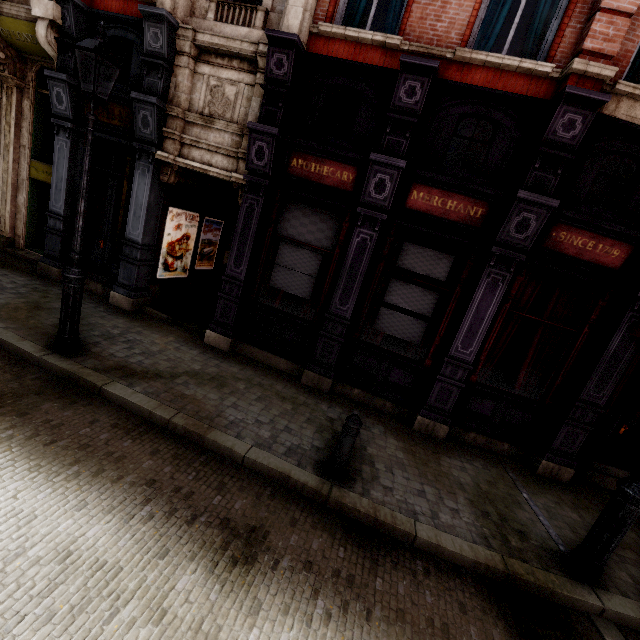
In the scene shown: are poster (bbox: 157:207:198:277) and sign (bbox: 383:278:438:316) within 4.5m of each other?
no

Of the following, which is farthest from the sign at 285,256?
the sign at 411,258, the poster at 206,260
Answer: the poster at 206,260

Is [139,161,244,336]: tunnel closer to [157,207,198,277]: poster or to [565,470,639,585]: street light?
[157,207,198,277]: poster

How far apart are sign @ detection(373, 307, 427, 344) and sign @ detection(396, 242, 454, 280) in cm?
90

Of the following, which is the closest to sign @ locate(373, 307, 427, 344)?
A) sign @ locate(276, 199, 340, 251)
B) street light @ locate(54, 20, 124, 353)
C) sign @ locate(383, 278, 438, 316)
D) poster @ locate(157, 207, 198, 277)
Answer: sign @ locate(383, 278, 438, 316)

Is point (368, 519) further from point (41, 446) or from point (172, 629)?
point (41, 446)

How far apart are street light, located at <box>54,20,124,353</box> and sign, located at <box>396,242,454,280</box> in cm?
530

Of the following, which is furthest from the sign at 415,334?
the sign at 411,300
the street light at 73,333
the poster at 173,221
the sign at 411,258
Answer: the poster at 173,221
